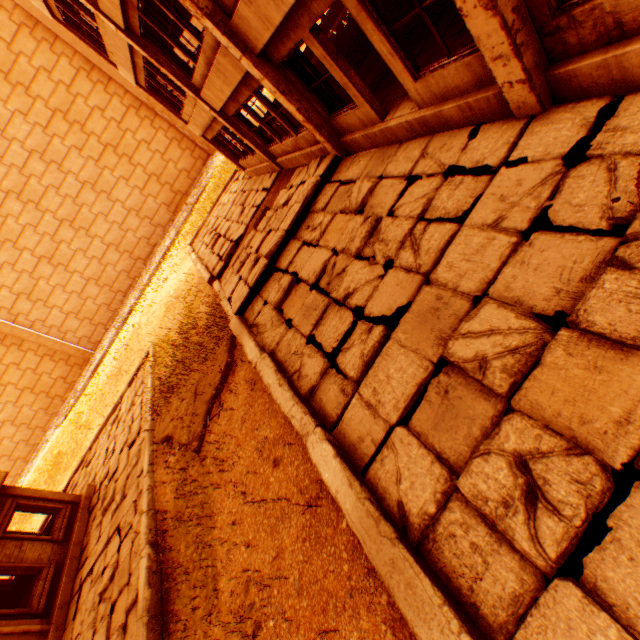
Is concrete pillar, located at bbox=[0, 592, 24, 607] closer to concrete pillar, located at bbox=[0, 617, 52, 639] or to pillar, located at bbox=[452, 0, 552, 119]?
concrete pillar, located at bbox=[0, 617, 52, 639]

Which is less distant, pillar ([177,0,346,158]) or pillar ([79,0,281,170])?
pillar ([177,0,346,158])

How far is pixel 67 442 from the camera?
22.55m

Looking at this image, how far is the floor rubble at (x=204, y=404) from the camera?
8.0 meters

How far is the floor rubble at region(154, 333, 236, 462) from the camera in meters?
8.0

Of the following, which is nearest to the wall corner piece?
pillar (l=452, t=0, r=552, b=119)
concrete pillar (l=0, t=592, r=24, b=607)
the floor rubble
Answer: concrete pillar (l=0, t=592, r=24, b=607)

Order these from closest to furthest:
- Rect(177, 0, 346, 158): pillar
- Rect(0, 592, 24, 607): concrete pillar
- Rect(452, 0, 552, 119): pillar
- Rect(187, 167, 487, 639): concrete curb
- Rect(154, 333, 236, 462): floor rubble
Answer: Rect(187, 167, 487, 639): concrete curb < Rect(452, 0, 552, 119): pillar < Rect(177, 0, 346, 158): pillar < Rect(154, 333, 236, 462): floor rubble < Rect(0, 592, 24, 607): concrete pillar

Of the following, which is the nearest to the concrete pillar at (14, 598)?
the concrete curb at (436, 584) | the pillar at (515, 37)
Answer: the concrete curb at (436, 584)
